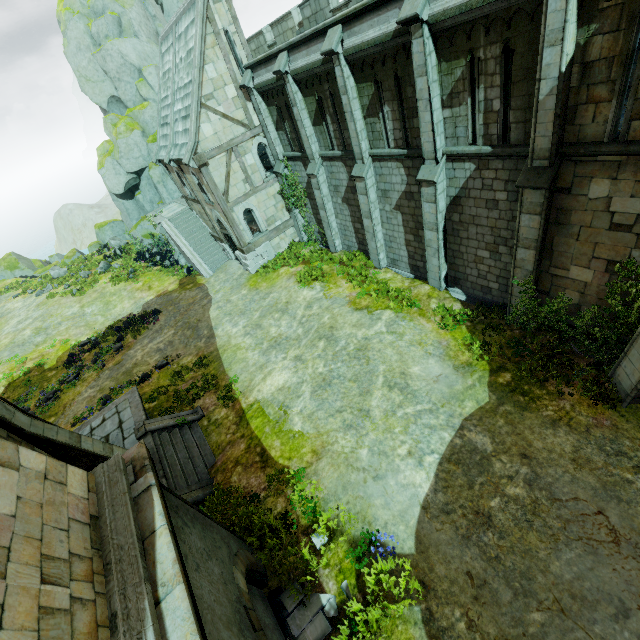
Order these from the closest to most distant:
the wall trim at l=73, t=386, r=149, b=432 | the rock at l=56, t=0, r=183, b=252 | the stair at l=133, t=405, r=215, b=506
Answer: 1. the stair at l=133, t=405, r=215, b=506
2. the wall trim at l=73, t=386, r=149, b=432
3. the rock at l=56, t=0, r=183, b=252

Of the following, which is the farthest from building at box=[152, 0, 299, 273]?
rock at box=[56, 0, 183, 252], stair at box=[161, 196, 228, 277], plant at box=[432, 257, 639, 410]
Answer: plant at box=[432, 257, 639, 410]

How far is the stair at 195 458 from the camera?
10.3m

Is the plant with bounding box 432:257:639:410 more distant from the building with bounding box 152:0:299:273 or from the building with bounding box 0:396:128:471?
the building with bounding box 152:0:299:273

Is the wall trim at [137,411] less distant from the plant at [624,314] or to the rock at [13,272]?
the plant at [624,314]

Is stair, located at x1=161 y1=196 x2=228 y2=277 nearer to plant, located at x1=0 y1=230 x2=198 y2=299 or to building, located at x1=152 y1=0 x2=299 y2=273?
building, located at x1=152 y1=0 x2=299 y2=273

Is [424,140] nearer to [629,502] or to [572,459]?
[572,459]

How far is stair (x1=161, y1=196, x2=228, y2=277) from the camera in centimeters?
2419cm
